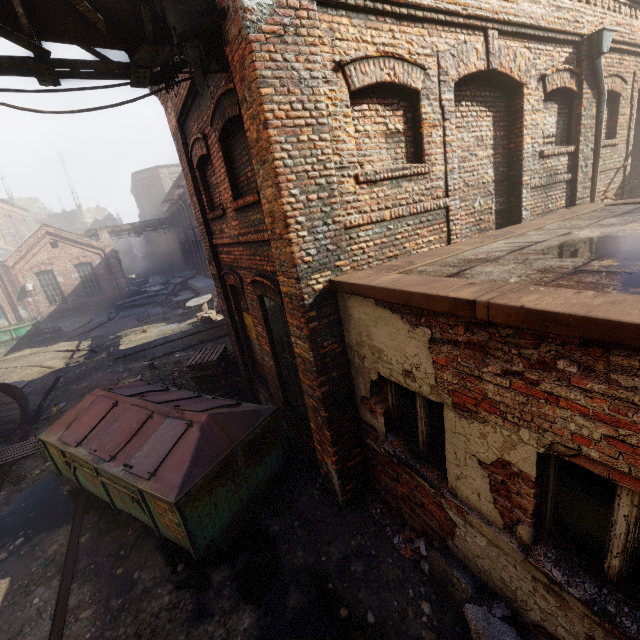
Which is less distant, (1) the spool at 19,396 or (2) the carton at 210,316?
(1) the spool at 19,396

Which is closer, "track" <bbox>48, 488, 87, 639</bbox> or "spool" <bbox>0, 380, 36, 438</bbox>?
"track" <bbox>48, 488, 87, 639</bbox>

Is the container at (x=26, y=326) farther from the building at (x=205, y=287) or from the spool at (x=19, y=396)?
the spool at (x=19, y=396)

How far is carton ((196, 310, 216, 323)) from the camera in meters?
17.2

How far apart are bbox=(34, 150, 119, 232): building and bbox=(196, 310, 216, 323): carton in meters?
A: 47.6 m

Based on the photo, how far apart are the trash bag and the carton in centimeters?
1017cm

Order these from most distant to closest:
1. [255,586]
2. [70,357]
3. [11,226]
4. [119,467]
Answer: [11,226] < [70,357] < [119,467] < [255,586]

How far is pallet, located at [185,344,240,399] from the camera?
8.6m
